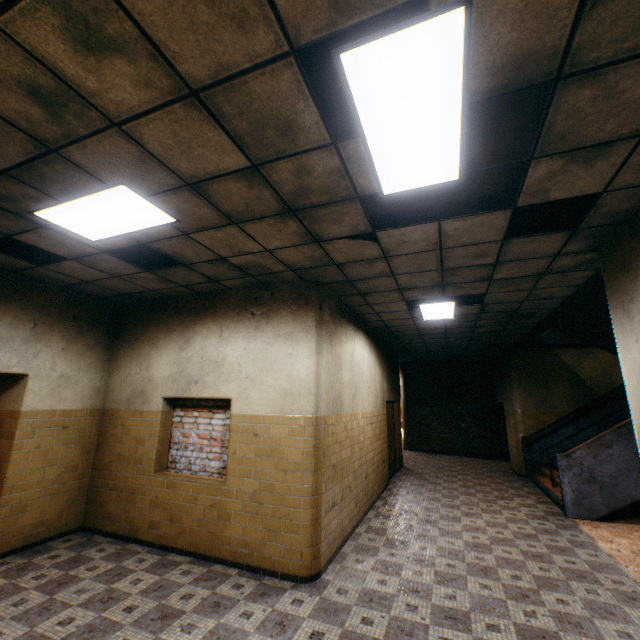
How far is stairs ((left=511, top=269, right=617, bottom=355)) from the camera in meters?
5.1

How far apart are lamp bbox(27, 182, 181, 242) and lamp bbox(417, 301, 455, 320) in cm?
436

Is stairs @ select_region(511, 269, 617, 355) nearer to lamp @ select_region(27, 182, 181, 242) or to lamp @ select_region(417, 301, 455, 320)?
lamp @ select_region(417, 301, 455, 320)

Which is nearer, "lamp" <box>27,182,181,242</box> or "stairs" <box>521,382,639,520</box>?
"lamp" <box>27,182,181,242</box>

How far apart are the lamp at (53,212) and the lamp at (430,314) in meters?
4.4

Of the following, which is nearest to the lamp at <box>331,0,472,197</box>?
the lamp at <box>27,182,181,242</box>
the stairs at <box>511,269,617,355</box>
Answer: the lamp at <box>27,182,181,242</box>

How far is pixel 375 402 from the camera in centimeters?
793cm

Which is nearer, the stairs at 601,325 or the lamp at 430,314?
the stairs at 601,325
